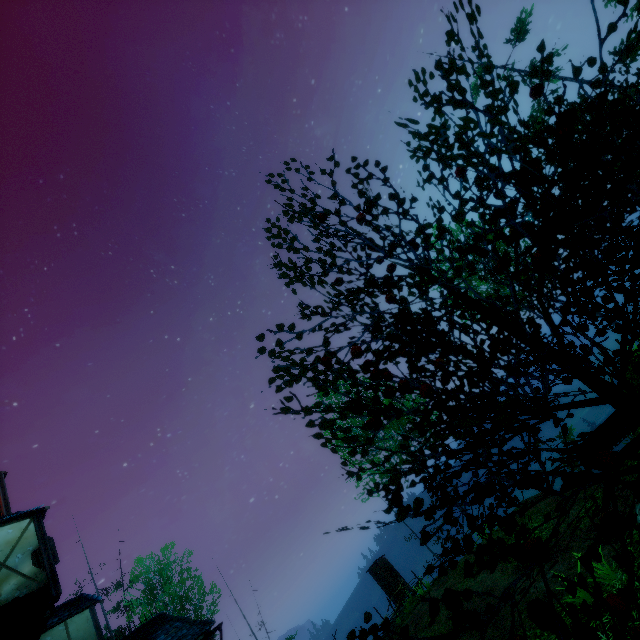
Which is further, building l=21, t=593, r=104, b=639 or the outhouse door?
the outhouse door

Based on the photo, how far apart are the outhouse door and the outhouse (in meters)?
0.02

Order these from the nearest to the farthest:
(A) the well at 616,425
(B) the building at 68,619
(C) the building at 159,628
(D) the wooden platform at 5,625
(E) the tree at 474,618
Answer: (E) the tree at 474,618 < (A) the well at 616,425 < (D) the wooden platform at 5,625 < (B) the building at 68,619 < (C) the building at 159,628

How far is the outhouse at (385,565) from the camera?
22.5 meters

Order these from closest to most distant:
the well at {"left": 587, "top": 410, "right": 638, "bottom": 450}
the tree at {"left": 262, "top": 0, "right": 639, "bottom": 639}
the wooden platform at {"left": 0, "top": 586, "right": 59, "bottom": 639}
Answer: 1. the tree at {"left": 262, "top": 0, "right": 639, "bottom": 639}
2. the well at {"left": 587, "top": 410, "right": 638, "bottom": 450}
3. the wooden platform at {"left": 0, "top": 586, "right": 59, "bottom": 639}

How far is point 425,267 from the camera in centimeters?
382cm

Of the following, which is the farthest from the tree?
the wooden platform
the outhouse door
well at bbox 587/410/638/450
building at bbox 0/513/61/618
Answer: the outhouse door

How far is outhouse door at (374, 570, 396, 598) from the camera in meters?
22.1 m
